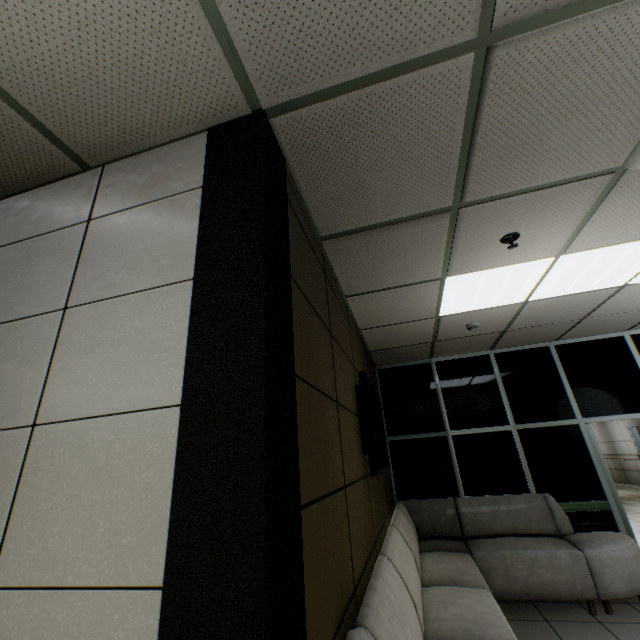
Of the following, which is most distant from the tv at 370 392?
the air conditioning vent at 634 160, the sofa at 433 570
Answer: the air conditioning vent at 634 160

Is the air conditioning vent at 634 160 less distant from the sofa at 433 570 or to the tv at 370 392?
the tv at 370 392

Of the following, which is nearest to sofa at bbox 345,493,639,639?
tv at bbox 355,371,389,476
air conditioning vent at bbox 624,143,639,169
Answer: tv at bbox 355,371,389,476

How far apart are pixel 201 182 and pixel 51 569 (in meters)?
1.50

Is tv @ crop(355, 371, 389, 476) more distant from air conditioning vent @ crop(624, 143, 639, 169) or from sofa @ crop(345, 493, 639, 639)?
air conditioning vent @ crop(624, 143, 639, 169)

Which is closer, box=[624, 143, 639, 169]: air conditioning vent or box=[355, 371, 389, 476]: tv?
box=[624, 143, 639, 169]: air conditioning vent

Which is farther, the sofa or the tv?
the tv
